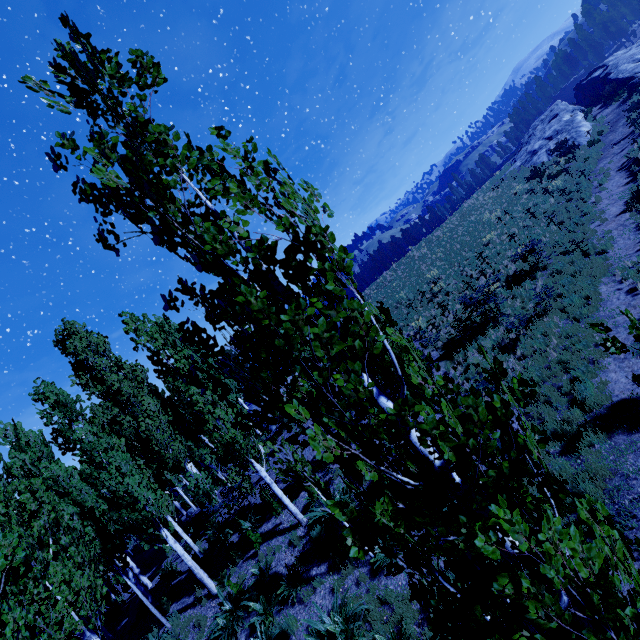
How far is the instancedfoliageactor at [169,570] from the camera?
15.2 meters

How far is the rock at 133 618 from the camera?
14.8m

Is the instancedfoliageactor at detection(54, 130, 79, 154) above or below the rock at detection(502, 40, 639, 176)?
above

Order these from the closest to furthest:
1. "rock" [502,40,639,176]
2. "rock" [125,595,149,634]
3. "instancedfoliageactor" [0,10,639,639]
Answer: "instancedfoliageactor" [0,10,639,639]
"rock" [125,595,149,634]
"rock" [502,40,639,176]

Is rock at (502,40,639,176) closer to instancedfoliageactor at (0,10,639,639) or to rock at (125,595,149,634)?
instancedfoliageactor at (0,10,639,639)

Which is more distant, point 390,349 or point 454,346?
point 454,346

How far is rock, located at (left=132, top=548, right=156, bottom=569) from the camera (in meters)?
22.16

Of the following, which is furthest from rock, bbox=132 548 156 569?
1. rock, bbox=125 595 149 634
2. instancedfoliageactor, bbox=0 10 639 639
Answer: rock, bbox=125 595 149 634
